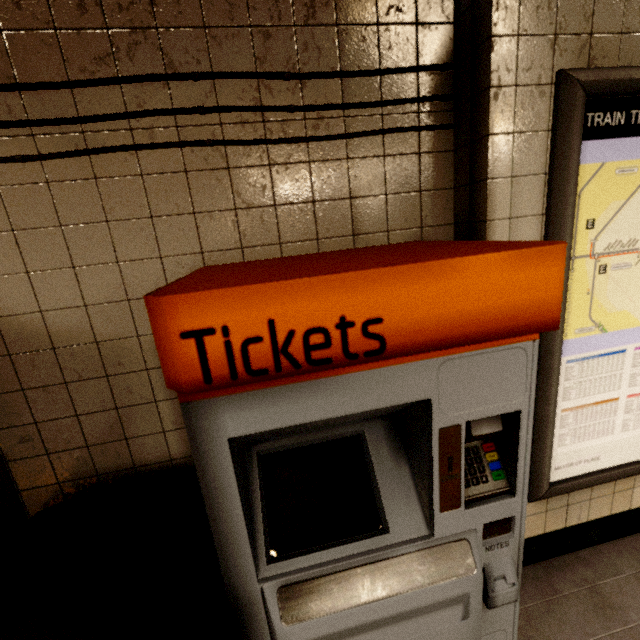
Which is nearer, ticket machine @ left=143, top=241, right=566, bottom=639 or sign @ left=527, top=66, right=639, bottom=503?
ticket machine @ left=143, top=241, right=566, bottom=639

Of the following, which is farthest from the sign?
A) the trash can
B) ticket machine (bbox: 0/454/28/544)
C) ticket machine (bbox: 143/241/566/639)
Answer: ticket machine (bbox: 0/454/28/544)

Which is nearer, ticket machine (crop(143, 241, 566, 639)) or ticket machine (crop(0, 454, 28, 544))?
ticket machine (crop(143, 241, 566, 639))

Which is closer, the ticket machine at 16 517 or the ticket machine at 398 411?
the ticket machine at 398 411

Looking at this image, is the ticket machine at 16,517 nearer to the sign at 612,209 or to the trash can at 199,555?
the trash can at 199,555

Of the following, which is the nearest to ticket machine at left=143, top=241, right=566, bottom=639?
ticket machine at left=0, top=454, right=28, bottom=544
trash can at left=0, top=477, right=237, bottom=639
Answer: trash can at left=0, top=477, right=237, bottom=639

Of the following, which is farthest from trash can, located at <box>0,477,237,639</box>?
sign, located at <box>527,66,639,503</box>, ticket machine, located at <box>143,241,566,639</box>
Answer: sign, located at <box>527,66,639,503</box>

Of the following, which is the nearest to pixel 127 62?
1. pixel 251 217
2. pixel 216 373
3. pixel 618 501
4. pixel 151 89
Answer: pixel 151 89
